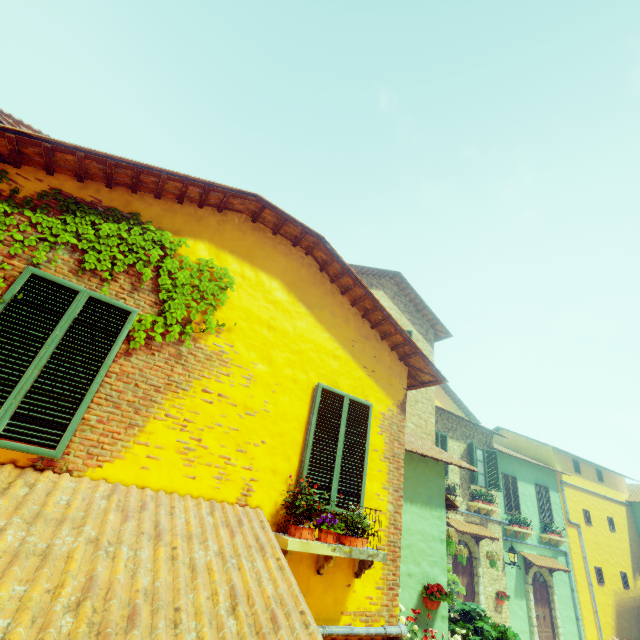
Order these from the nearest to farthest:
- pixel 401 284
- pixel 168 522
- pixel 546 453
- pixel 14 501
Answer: pixel 14 501, pixel 168 522, pixel 401 284, pixel 546 453

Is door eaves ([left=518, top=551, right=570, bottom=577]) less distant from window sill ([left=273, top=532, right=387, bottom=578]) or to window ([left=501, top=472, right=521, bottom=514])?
window ([left=501, top=472, right=521, bottom=514])

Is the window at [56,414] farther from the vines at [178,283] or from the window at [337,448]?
the window at [337,448]

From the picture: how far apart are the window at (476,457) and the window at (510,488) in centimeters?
159cm

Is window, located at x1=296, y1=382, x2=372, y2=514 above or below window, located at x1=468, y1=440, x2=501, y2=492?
below

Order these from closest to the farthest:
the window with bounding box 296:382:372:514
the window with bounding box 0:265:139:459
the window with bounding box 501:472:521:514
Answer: the window with bounding box 0:265:139:459
the window with bounding box 296:382:372:514
the window with bounding box 501:472:521:514

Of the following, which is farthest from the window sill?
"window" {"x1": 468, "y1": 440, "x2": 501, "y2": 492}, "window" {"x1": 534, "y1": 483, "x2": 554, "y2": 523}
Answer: "window" {"x1": 534, "y1": 483, "x2": 554, "y2": 523}

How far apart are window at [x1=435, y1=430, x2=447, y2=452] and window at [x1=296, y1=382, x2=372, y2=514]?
8.58m
